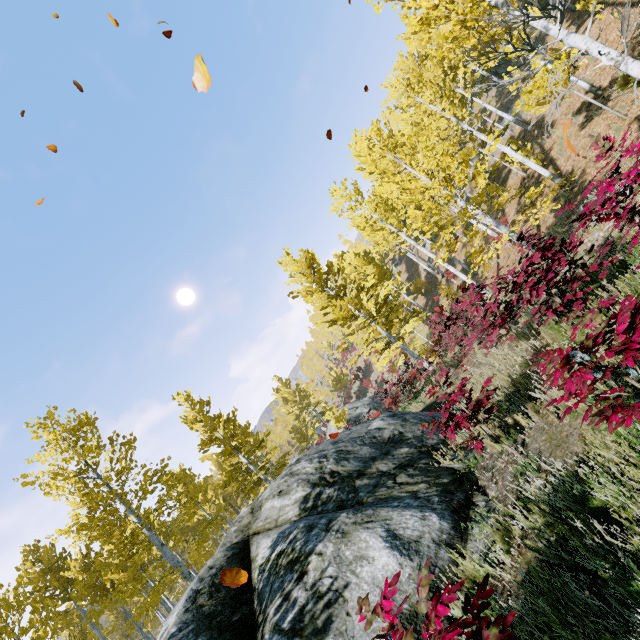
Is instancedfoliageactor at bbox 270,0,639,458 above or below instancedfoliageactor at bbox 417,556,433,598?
above

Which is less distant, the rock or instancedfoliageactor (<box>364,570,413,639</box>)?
instancedfoliageactor (<box>364,570,413,639</box>)

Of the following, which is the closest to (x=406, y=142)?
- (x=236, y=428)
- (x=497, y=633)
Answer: (x=497, y=633)

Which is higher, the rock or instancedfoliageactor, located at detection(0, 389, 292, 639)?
instancedfoliageactor, located at detection(0, 389, 292, 639)

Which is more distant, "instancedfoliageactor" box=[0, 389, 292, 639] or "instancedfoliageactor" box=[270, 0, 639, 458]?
"instancedfoliageactor" box=[0, 389, 292, 639]

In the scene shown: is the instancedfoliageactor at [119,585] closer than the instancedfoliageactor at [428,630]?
No

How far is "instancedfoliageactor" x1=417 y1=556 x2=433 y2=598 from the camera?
1.8m
